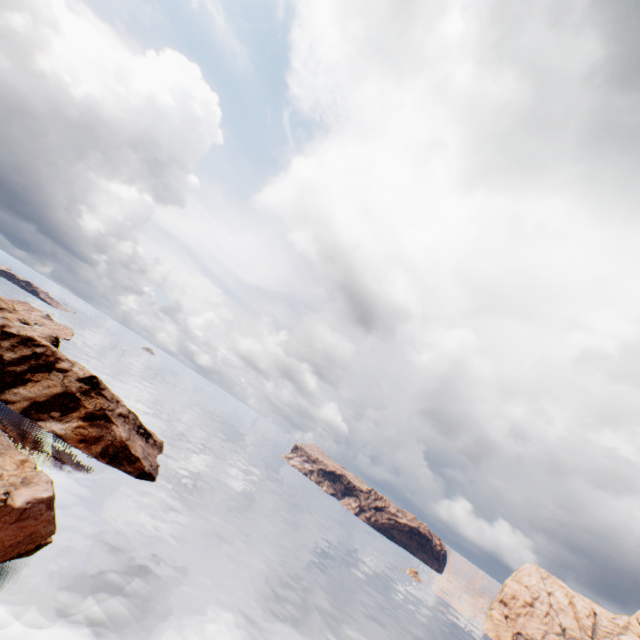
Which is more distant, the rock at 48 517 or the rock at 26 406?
the rock at 26 406

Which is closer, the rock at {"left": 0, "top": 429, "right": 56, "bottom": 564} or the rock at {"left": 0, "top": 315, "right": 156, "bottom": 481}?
the rock at {"left": 0, "top": 429, "right": 56, "bottom": 564}

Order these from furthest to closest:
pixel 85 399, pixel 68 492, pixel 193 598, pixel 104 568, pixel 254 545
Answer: pixel 254 545 < pixel 85 399 < pixel 68 492 < pixel 193 598 < pixel 104 568
